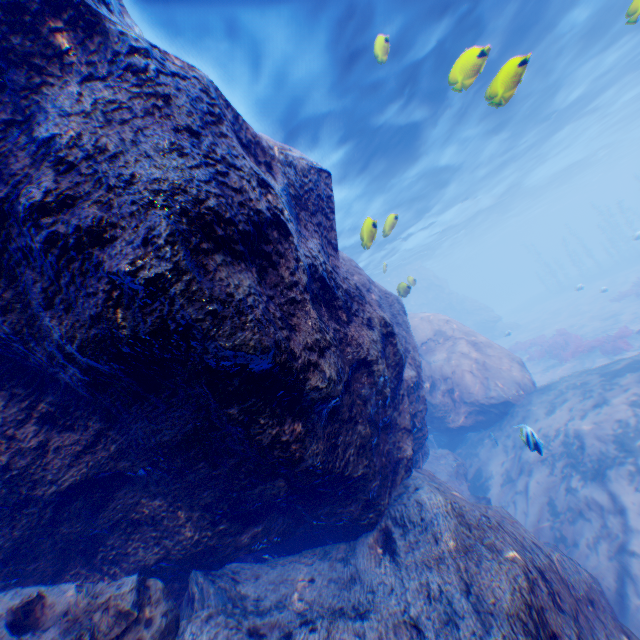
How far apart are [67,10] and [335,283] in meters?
3.2 m

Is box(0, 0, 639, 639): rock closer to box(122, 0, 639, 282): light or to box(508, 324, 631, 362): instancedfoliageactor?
box(122, 0, 639, 282): light

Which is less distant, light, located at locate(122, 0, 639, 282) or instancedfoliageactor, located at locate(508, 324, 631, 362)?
light, located at locate(122, 0, 639, 282)

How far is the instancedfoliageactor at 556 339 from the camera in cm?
1548

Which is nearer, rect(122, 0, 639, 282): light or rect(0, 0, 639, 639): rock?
rect(0, 0, 639, 639): rock

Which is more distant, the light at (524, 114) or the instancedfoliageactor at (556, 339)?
the instancedfoliageactor at (556, 339)
